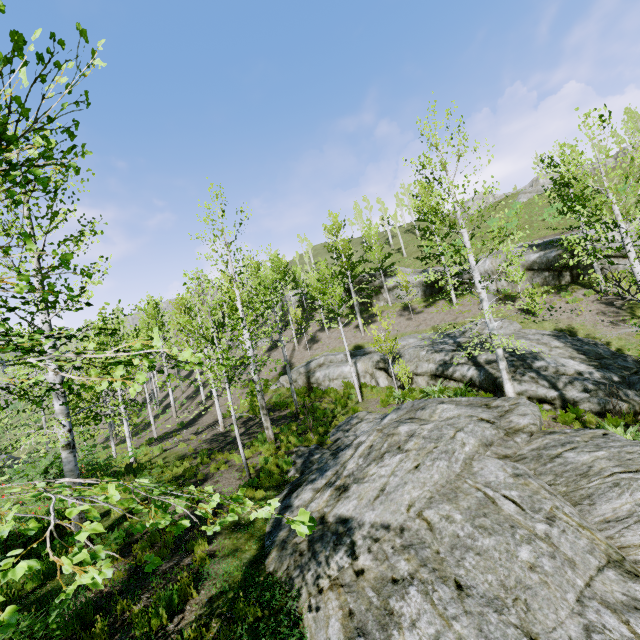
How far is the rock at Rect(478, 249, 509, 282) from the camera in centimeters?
2436cm

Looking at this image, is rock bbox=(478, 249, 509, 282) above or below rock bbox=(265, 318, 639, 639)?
above

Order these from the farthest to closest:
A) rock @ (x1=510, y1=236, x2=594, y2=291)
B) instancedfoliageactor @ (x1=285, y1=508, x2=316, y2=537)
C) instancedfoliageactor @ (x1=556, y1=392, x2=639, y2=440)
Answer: rock @ (x1=510, y1=236, x2=594, y2=291) < instancedfoliageactor @ (x1=556, y1=392, x2=639, y2=440) < instancedfoliageactor @ (x1=285, y1=508, x2=316, y2=537)

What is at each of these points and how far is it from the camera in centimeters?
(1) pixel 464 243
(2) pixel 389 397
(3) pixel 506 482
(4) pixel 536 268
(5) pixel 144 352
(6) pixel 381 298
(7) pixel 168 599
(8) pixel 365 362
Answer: (1) instancedfoliageactor, 1232cm
(2) instancedfoliageactor, 1716cm
(3) rock, 606cm
(4) rock, 2267cm
(5) instancedfoliageactor, 330cm
(6) rock, 3362cm
(7) instancedfoliageactor, 554cm
(8) rock, 2106cm

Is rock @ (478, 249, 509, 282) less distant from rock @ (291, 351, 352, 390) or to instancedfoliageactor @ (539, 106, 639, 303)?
rock @ (291, 351, 352, 390)

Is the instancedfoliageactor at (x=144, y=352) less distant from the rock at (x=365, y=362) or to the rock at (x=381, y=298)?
the rock at (x=365, y=362)

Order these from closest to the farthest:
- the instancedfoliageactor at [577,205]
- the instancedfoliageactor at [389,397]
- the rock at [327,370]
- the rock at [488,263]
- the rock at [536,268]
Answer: the instancedfoliageactor at [577,205] < the instancedfoliageactor at [389,397] < the rock at [536,268] < the rock at [327,370] < the rock at [488,263]

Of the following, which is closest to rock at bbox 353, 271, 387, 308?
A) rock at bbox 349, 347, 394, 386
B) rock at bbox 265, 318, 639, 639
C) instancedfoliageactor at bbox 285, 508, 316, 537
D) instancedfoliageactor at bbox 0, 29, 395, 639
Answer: rock at bbox 349, 347, 394, 386
